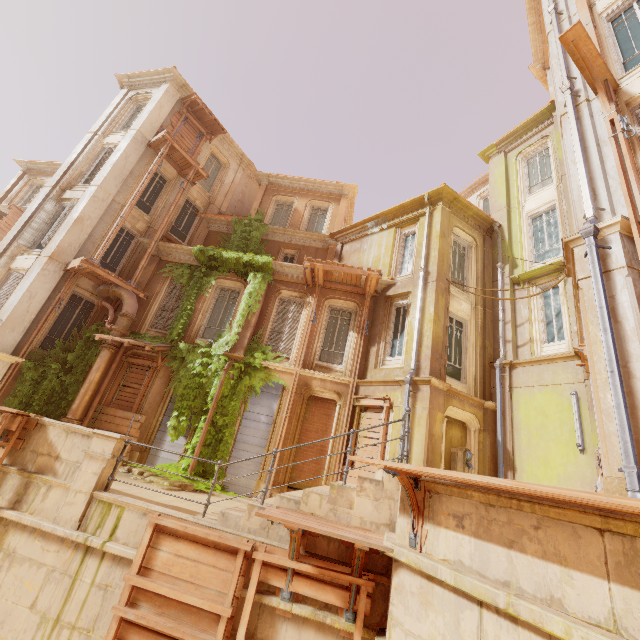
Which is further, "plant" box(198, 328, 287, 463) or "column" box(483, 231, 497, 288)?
"column" box(483, 231, 497, 288)

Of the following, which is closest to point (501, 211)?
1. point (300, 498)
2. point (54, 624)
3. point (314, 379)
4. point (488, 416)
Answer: point (488, 416)

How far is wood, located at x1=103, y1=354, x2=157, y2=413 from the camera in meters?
12.4 m

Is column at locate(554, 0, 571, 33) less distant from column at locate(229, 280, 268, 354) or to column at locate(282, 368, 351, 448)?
column at locate(282, 368, 351, 448)

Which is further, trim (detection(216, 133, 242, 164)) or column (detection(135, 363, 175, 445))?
trim (detection(216, 133, 242, 164))

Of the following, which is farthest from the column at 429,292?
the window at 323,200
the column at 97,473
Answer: the window at 323,200

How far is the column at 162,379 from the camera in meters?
11.8

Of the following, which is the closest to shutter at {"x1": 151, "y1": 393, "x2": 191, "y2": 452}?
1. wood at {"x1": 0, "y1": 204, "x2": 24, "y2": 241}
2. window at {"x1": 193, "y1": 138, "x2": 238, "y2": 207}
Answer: wood at {"x1": 0, "y1": 204, "x2": 24, "y2": 241}
